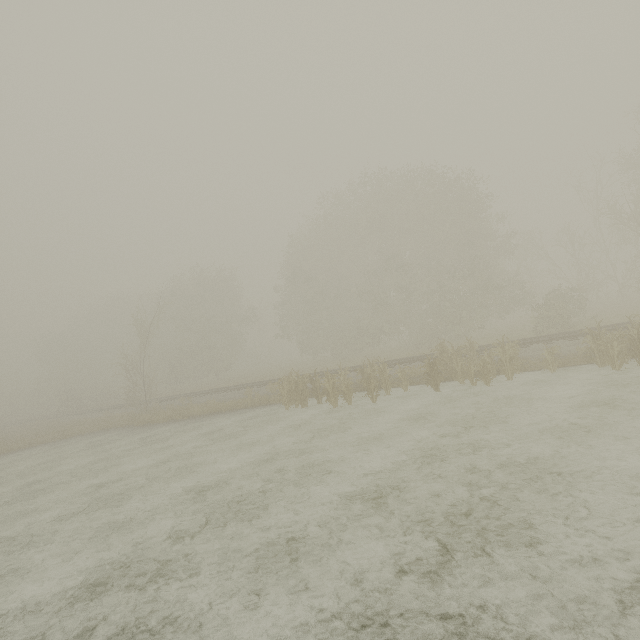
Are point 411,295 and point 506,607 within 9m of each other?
no
